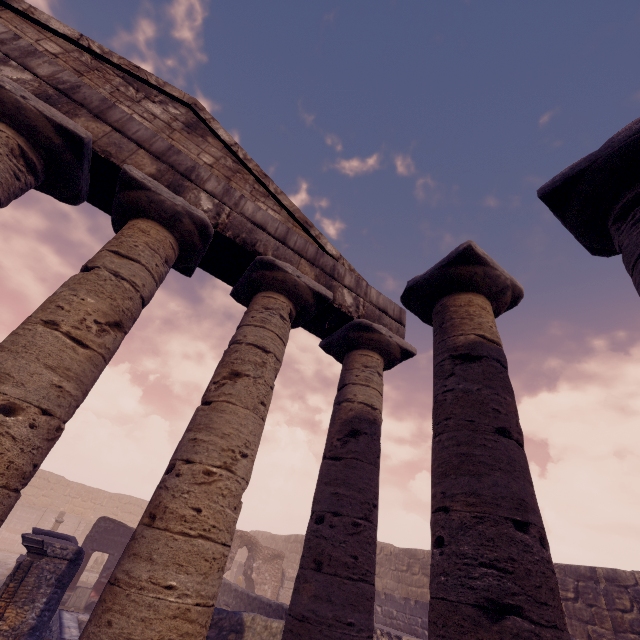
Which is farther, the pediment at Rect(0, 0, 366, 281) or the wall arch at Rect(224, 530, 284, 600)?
the wall arch at Rect(224, 530, 284, 600)

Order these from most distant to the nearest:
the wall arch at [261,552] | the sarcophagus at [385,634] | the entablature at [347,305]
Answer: the wall arch at [261,552] → the sarcophagus at [385,634] → the entablature at [347,305]

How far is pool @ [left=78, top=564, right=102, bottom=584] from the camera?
17.9m

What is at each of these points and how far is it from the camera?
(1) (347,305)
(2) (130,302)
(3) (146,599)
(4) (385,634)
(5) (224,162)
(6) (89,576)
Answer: (1) entablature, 5.91m
(2) column, 3.94m
(3) column, 2.73m
(4) sarcophagus, 11.83m
(5) pediment, 6.34m
(6) pool, 18.23m

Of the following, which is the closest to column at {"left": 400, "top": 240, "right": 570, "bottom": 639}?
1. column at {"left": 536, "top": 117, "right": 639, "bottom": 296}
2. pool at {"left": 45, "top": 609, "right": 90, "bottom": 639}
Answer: column at {"left": 536, "top": 117, "right": 639, "bottom": 296}

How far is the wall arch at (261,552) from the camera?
17.0 meters

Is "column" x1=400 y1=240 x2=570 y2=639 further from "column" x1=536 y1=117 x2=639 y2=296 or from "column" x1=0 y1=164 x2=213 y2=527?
"column" x1=0 y1=164 x2=213 y2=527

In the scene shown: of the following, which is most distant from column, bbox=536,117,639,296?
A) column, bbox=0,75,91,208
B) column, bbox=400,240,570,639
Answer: column, bbox=0,75,91,208
